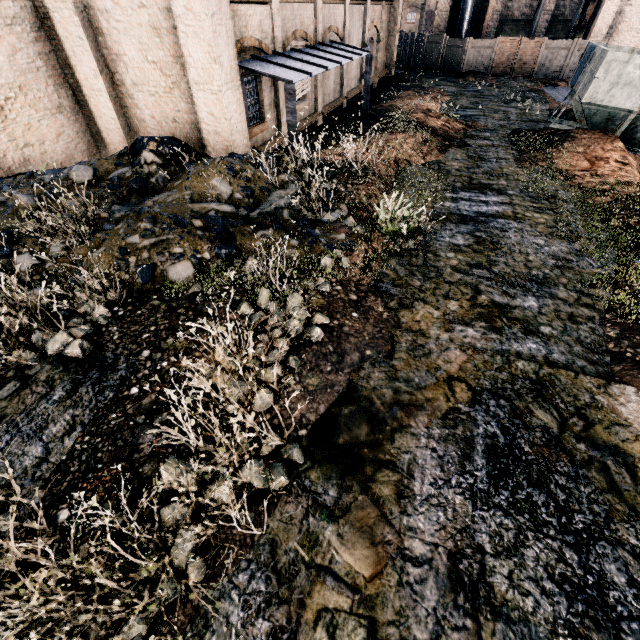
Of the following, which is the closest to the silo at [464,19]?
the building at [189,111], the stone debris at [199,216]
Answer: the building at [189,111]

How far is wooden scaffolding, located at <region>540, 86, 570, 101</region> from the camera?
24.8m

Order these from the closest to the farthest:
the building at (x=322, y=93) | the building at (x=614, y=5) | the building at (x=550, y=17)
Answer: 1. the building at (x=322, y=93)
2. the building at (x=614, y=5)
3. the building at (x=550, y=17)

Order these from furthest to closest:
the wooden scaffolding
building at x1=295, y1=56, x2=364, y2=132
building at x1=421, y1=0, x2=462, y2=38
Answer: building at x1=421, y1=0, x2=462, y2=38
the wooden scaffolding
building at x1=295, y1=56, x2=364, y2=132

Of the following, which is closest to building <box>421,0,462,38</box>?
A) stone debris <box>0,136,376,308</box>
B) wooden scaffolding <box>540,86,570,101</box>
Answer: wooden scaffolding <box>540,86,570,101</box>

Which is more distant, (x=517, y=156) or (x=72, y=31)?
(x=517, y=156)

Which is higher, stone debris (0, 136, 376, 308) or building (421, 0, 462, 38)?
building (421, 0, 462, 38)

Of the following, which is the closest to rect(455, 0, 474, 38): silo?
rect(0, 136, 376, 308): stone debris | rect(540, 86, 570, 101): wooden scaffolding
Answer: rect(540, 86, 570, 101): wooden scaffolding
